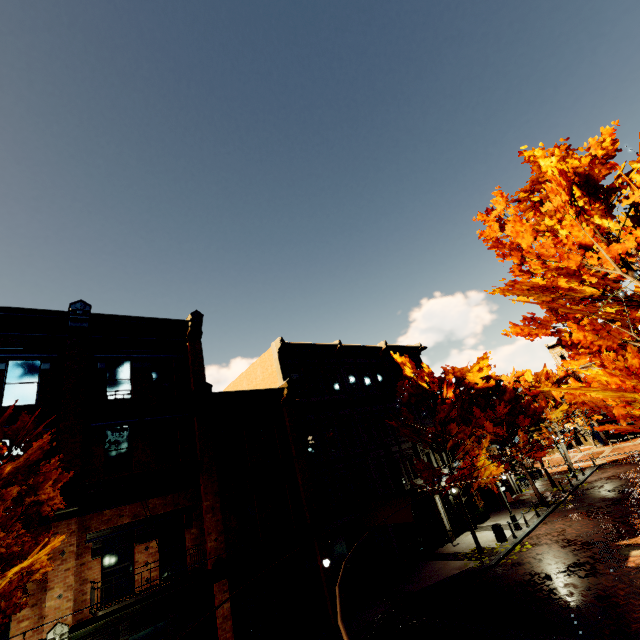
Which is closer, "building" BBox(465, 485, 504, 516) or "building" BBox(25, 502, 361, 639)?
"building" BBox(25, 502, 361, 639)

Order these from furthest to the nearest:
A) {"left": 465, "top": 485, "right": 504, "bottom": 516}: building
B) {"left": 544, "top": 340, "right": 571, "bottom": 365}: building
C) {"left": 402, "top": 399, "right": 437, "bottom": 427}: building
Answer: {"left": 544, "top": 340, "right": 571, "bottom": 365}: building, {"left": 402, "top": 399, "right": 437, "bottom": 427}: building, {"left": 465, "top": 485, "right": 504, "bottom": 516}: building

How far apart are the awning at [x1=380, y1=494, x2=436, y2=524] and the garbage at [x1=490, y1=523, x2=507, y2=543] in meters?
4.9 m

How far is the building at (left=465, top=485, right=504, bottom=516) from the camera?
23.9 meters

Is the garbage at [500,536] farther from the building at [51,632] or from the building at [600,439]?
the building at [600,439]

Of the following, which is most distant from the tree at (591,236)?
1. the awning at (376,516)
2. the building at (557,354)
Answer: the awning at (376,516)

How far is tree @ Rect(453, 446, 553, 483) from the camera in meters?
18.2 m

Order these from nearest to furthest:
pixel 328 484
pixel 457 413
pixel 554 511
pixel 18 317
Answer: pixel 18 317, pixel 328 484, pixel 457 413, pixel 554 511
